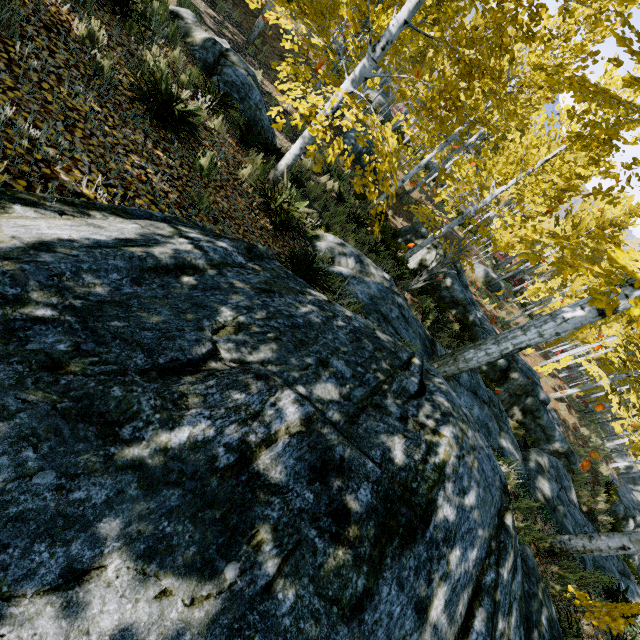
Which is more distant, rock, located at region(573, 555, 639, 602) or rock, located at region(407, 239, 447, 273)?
rock, located at region(407, 239, 447, 273)

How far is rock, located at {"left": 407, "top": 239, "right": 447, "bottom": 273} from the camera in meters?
14.4 m

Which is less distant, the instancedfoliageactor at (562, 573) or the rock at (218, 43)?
the instancedfoliageactor at (562, 573)

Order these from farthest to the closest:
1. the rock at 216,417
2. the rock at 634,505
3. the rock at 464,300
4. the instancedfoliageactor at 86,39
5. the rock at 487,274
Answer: the rock at 487,274 < the rock at 634,505 < the rock at 464,300 < the instancedfoliageactor at 86,39 < the rock at 216,417

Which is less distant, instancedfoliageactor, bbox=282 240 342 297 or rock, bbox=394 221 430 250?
instancedfoliageactor, bbox=282 240 342 297

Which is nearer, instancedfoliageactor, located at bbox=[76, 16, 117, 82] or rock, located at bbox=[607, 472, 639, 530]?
instancedfoliageactor, located at bbox=[76, 16, 117, 82]

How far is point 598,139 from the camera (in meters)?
3.69
